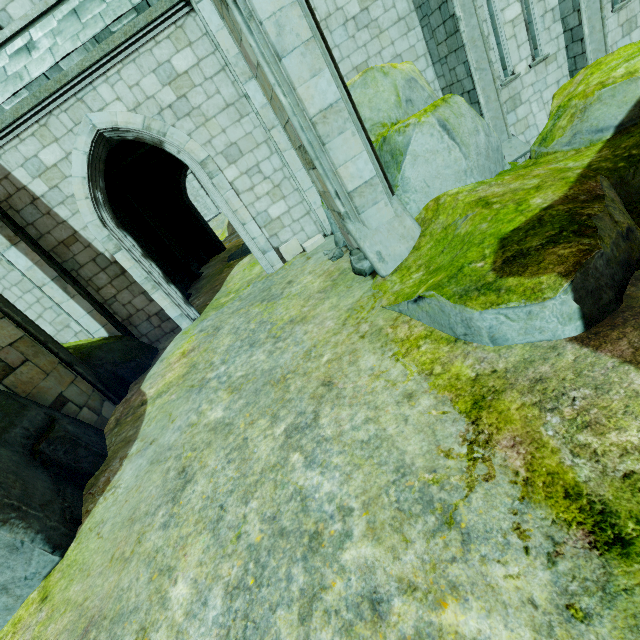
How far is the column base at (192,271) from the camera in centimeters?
1539cm

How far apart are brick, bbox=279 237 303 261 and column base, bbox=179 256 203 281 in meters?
8.2

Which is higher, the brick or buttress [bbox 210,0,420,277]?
buttress [bbox 210,0,420,277]

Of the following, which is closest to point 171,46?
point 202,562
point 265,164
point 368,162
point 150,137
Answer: point 150,137

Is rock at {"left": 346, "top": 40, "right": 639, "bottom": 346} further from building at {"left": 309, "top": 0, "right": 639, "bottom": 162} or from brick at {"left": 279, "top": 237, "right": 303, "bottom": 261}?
brick at {"left": 279, "top": 237, "right": 303, "bottom": 261}

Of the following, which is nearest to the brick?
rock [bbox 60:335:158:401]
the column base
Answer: rock [bbox 60:335:158:401]

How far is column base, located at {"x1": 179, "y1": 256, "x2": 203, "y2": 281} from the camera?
15.4m

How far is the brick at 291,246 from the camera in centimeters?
895cm
